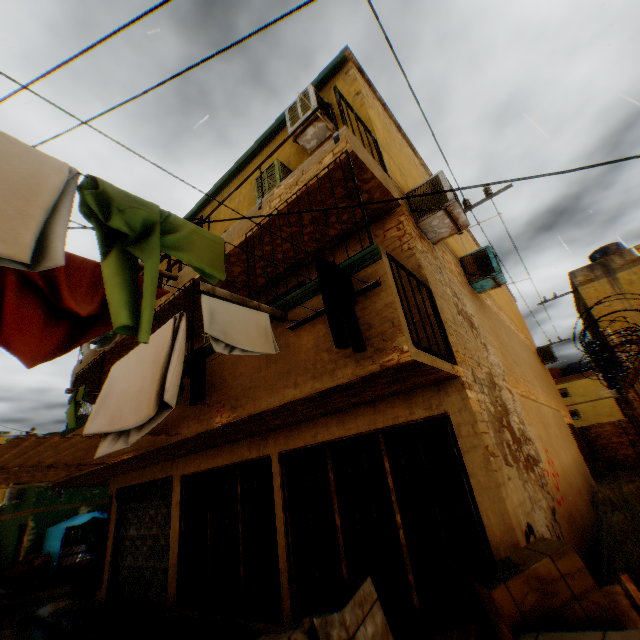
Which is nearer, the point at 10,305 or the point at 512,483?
the point at 10,305

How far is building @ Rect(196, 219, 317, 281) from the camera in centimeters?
541cm

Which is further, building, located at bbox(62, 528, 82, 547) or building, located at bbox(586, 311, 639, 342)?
building, located at bbox(62, 528, 82, 547)

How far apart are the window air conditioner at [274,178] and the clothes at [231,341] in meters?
3.9 m

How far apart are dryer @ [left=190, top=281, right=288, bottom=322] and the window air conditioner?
3.44m

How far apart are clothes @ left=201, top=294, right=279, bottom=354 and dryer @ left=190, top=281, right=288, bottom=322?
0.3 meters

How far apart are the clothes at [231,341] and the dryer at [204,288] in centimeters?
34cm

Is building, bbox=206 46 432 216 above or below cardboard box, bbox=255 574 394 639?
above
